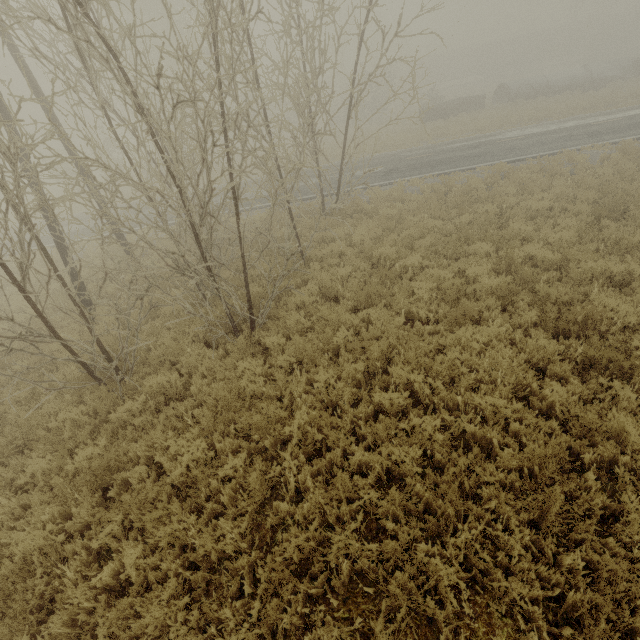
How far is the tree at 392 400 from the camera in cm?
505

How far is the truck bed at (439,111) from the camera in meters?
27.5 m

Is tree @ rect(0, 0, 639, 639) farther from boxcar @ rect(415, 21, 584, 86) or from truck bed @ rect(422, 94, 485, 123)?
boxcar @ rect(415, 21, 584, 86)

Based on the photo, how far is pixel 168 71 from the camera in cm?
2308

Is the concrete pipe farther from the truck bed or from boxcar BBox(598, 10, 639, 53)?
boxcar BBox(598, 10, 639, 53)

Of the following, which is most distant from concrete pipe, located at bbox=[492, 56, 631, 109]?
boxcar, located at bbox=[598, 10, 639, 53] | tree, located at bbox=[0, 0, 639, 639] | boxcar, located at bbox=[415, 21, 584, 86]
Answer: boxcar, located at bbox=[415, 21, 584, 86]

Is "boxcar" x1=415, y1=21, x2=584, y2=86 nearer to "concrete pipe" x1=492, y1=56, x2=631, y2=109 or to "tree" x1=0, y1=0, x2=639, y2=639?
"tree" x1=0, y1=0, x2=639, y2=639

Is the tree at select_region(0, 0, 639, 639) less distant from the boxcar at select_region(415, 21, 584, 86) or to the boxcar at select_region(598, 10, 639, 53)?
the boxcar at select_region(415, 21, 584, 86)
